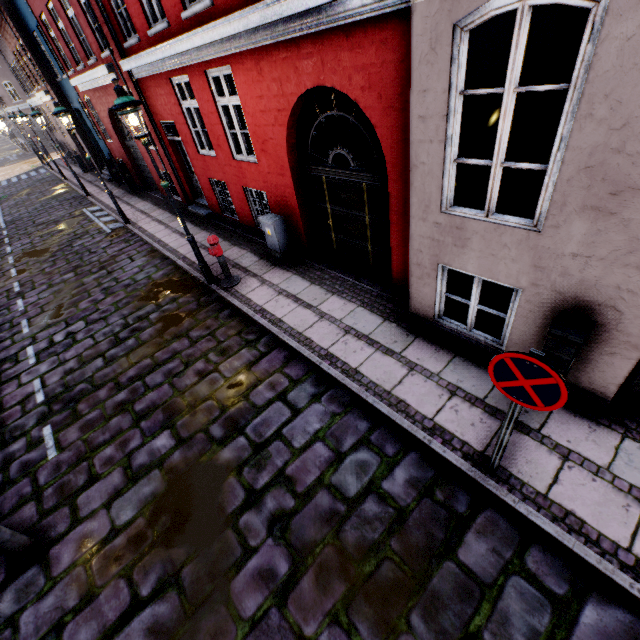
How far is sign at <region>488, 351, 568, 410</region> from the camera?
2.2m

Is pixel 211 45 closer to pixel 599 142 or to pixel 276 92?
pixel 276 92

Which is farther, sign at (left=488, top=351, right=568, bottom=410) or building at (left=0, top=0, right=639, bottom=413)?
building at (left=0, top=0, right=639, bottom=413)

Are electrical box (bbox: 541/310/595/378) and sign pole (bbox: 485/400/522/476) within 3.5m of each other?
yes

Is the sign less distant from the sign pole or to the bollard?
Result: the sign pole

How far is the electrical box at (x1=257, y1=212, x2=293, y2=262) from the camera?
7.3 meters

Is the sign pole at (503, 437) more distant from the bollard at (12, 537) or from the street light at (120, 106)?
the bollard at (12, 537)

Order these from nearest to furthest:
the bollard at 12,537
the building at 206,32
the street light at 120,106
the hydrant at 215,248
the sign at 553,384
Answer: the sign at 553,384 → the building at 206,32 → the bollard at 12,537 → the street light at 120,106 → the hydrant at 215,248
